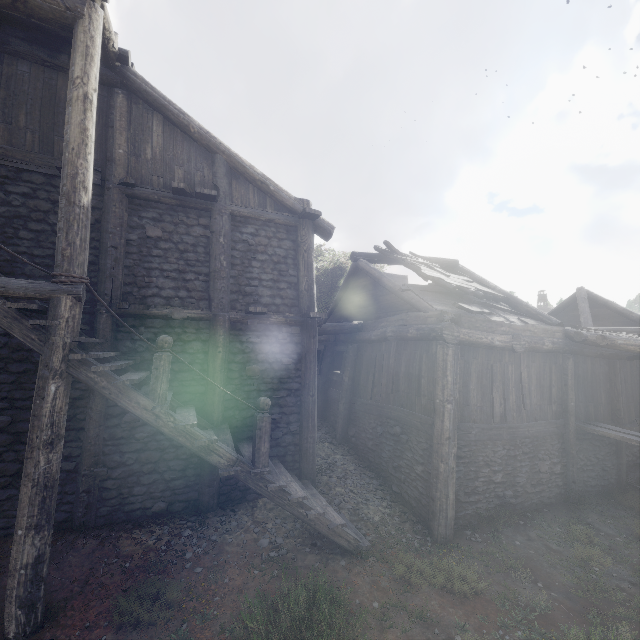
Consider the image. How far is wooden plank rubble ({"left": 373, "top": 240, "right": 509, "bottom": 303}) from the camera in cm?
999

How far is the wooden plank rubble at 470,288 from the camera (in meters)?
9.99

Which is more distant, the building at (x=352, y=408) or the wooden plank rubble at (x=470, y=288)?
the wooden plank rubble at (x=470, y=288)

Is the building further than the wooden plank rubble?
No

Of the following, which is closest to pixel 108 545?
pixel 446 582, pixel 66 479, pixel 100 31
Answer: pixel 66 479
